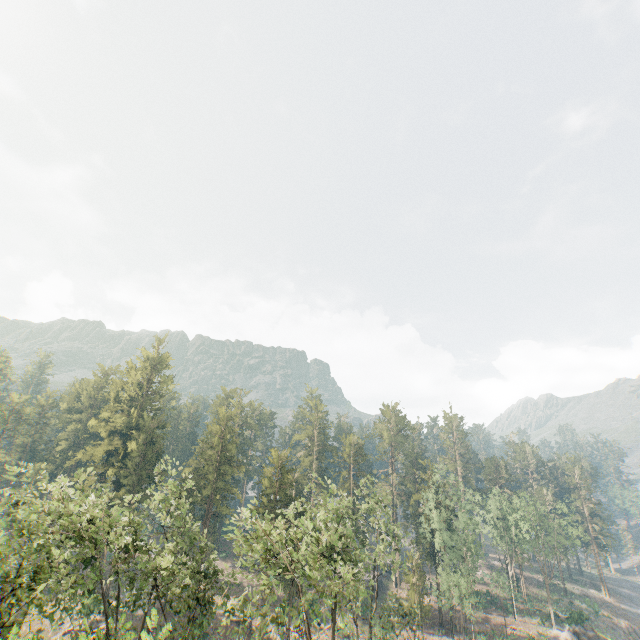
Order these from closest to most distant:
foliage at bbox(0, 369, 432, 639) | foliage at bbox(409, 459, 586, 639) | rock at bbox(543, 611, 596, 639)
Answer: foliage at bbox(0, 369, 432, 639)
foliage at bbox(409, 459, 586, 639)
rock at bbox(543, 611, 596, 639)

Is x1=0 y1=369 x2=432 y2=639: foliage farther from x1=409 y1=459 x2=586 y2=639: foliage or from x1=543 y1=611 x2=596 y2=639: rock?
x1=543 y1=611 x2=596 y2=639: rock

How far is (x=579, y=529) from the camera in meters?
52.7

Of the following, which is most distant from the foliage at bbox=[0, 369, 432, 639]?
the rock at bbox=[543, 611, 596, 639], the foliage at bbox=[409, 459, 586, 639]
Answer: the rock at bbox=[543, 611, 596, 639]

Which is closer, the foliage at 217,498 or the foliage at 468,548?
the foliage at 217,498

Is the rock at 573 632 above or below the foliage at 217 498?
below
